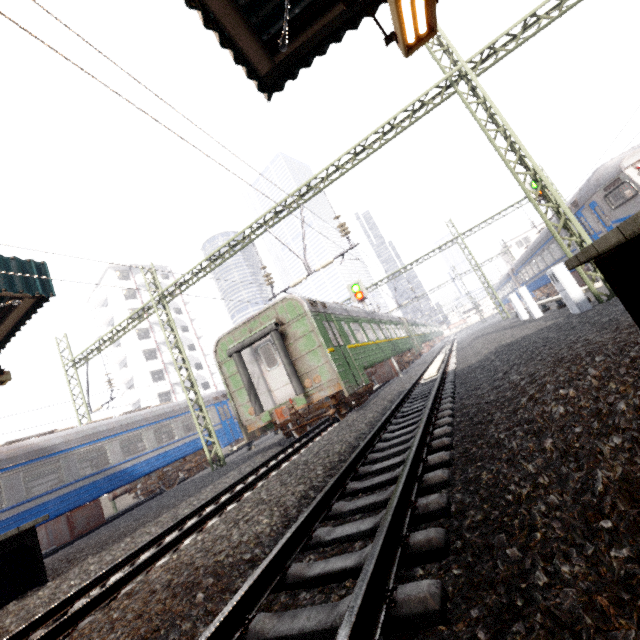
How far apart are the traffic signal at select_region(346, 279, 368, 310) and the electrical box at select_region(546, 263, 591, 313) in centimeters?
903cm

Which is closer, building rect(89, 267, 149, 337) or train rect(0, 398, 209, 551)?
train rect(0, 398, 209, 551)

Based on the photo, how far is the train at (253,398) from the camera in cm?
1005

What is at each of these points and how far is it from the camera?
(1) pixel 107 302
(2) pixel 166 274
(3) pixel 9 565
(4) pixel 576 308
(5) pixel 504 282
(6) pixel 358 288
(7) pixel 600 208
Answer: (1) building, 44.6 meters
(2) building, 49.5 meters
(3) platform underside, 6.1 meters
(4) electrical box, 8.9 meters
(5) train, 37.5 meters
(6) traffic signal, 18.3 meters
(7) train, 13.0 meters

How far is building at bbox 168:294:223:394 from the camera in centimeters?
4525cm

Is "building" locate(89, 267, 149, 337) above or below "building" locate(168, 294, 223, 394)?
above

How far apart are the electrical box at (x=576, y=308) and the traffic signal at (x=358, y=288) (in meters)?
9.03
